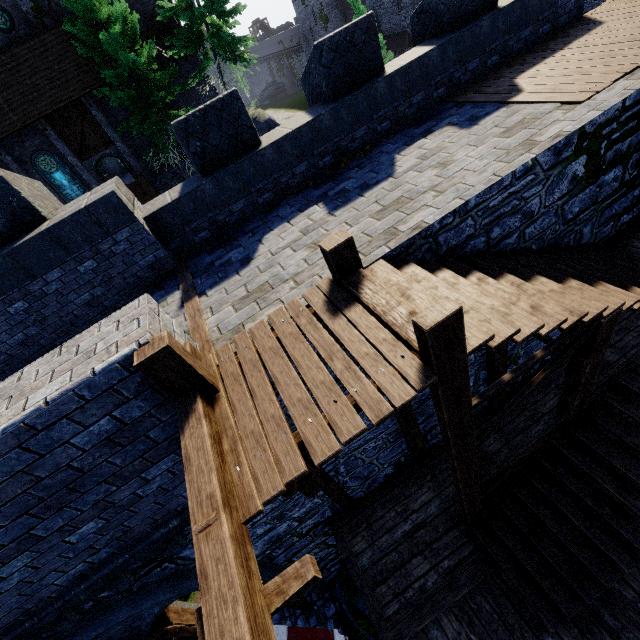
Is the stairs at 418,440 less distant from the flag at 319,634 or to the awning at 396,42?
the flag at 319,634

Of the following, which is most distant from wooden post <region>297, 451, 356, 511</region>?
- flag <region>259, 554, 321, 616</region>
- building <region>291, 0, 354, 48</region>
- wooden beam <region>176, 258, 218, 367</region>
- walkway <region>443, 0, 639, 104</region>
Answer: building <region>291, 0, 354, 48</region>

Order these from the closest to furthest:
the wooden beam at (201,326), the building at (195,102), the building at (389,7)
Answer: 1. the wooden beam at (201,326)
2. the building at (195,102)
3. the building at (389,7)

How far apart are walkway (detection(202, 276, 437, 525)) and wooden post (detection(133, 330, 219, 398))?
0.0m

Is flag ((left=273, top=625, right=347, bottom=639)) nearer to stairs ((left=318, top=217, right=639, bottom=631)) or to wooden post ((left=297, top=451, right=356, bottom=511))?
stairs ((left=318, top=217, right=639, bottom=631))

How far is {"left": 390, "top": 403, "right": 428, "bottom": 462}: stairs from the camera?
6.2m

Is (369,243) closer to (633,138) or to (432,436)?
(633,138)

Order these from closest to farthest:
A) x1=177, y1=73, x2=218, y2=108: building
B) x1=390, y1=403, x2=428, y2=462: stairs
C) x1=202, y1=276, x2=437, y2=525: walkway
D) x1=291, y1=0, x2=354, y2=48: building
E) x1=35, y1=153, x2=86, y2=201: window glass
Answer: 1. x1=202, y1=276, x2=437, y2=525: walkway
2. x1=390, y1=403, x2=428, y2=462: stairs
3. x1=35, y1=153, x2=86, y2=201: window glass
4. x1=177, y1=73, x2=218, y2=108: building
5. x1=291, y1=0, x2=354, y2=48: building
